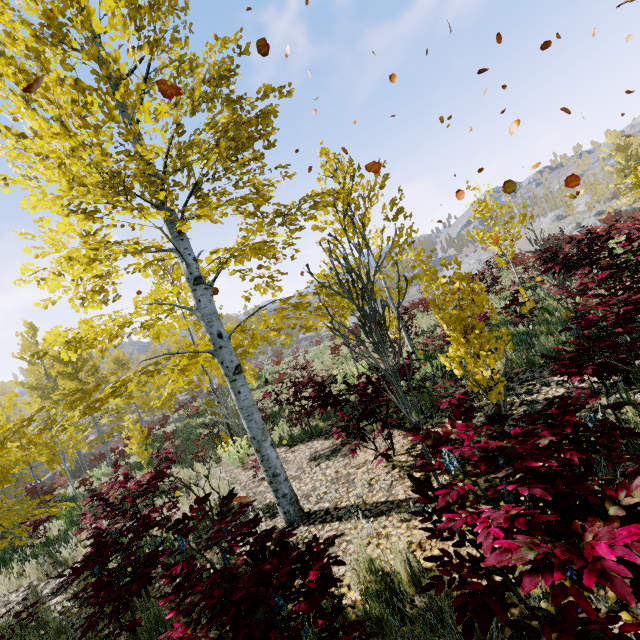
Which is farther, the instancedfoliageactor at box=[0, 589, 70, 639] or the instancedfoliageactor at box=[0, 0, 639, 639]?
the instancedfoliageactor at box=[0, 589, 70, 639]

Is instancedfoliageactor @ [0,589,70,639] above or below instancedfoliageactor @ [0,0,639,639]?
below

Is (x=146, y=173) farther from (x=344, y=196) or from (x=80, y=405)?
(x=80, y=405)

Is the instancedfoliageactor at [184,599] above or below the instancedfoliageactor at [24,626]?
above

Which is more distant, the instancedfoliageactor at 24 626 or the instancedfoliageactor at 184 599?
the instancedfoliageactor at 24 626
